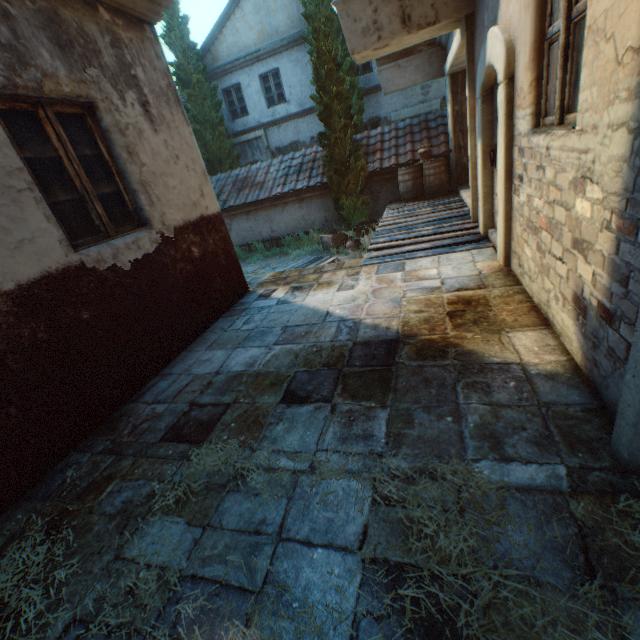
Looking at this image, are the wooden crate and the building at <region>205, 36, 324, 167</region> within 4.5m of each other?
no

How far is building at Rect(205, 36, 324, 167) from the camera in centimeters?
1398cm

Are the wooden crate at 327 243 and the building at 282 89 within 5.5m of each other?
no

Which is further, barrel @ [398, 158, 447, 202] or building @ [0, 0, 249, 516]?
barrel @ [398, 158, 447, 202]

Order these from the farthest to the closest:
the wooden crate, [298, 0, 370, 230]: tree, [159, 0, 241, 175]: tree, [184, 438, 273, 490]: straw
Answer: [159, 0, 241, 175]: tree
the wooden crate
[298, 0, 370, 230]: tree
[184, 438, 273, 490]: straw

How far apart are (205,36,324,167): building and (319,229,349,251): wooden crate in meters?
6.5

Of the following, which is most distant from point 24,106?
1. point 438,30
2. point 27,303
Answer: point 438,30

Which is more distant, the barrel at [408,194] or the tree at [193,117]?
the tree at [193,117]
